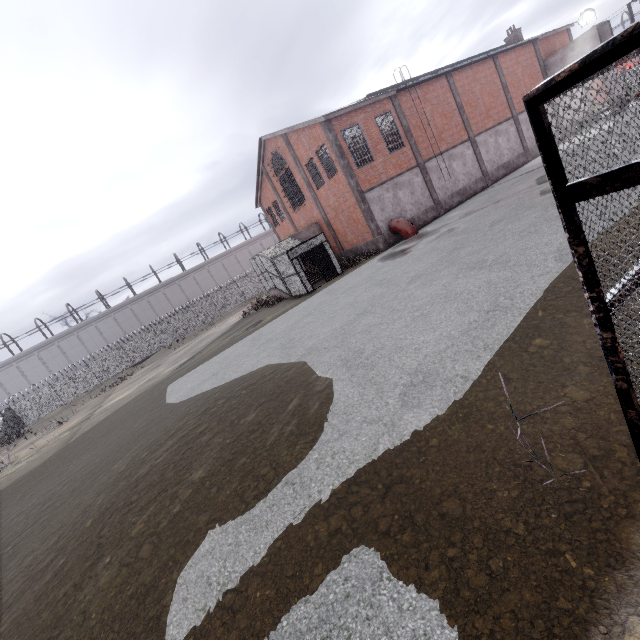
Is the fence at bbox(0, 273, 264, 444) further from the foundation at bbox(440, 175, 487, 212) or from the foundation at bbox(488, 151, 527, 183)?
the foundation at bbox(440, 175, 487, 212)

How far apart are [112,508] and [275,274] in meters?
19.3 m

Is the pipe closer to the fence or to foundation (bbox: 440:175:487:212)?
foundation (bbox: 440:175:487:212)

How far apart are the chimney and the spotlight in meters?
5.5

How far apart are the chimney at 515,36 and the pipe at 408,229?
25.4 meters

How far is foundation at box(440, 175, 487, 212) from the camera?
24.25m

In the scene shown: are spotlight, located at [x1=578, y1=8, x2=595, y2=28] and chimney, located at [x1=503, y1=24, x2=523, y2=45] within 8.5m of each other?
yes

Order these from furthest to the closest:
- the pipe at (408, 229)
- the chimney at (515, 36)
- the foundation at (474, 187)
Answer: the chimney at (515, 36) < the foundation at (474, 187) < the pipe at (408, 229)
